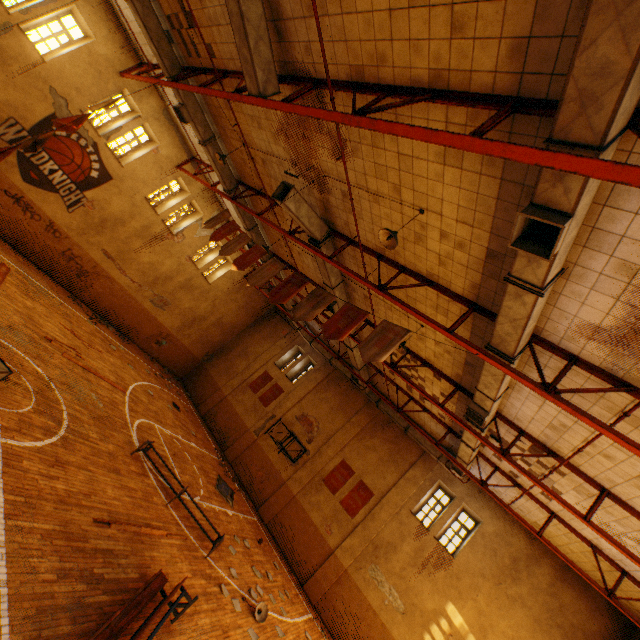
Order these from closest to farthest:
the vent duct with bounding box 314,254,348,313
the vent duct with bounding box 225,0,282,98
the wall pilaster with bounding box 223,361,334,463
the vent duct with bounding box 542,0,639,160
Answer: the vent duct with bounding box 542,0,639,160, the vent duct with bounding box 225,0,282,98, the vent duct with bounding box 314,254,348,313, the wall pilaster with bounding box 223,361,334,463

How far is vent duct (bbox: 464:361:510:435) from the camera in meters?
7.0 m

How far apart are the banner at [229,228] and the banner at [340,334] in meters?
5.6 m

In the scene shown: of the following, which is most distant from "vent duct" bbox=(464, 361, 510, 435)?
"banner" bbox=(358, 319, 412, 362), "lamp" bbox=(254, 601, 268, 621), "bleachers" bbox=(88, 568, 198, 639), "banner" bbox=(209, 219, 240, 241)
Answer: "lamp" bbox=(254, 601, 268, 621)

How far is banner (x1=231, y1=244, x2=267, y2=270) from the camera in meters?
10.0

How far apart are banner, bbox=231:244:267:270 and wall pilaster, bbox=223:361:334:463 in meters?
12.0

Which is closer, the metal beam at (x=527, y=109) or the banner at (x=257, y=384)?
the metal beam at (x=527, y=109)

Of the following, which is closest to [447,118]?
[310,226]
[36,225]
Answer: [310,226]
